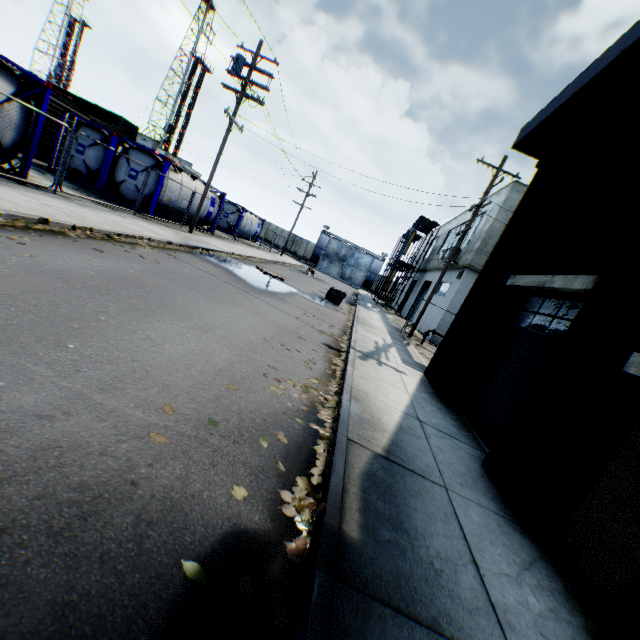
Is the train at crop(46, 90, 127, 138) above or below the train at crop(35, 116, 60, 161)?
above

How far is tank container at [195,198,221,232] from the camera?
20.78m

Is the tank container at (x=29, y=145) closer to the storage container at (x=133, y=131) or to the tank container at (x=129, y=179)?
the tank container at (x=129, y=179)

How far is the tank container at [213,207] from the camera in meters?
20.8

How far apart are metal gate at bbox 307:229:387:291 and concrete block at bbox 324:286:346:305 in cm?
3538

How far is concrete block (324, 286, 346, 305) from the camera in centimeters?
1789cm

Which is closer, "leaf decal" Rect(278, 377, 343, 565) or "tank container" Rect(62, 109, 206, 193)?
"leaf decal" Rect(278, 377, 343, 565)

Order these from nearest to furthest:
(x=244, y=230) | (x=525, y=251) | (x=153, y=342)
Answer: (x=153, y=342) → (x=525, y=251) → (x=244, y=230)
